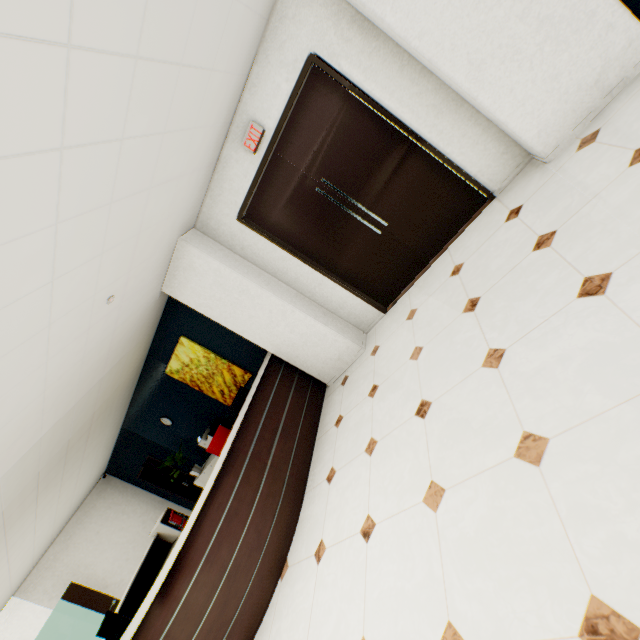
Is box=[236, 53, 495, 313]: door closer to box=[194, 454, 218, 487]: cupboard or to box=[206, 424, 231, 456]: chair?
box=[206, 424, 231, 456]: chair

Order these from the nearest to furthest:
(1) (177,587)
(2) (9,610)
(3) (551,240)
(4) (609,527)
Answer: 1. (4) (609,527)
2. (3) (551,240)
3. (1) (177,587)
4. (2) (9,610)

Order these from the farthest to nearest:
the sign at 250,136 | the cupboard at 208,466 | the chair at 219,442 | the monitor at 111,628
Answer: the cupboard at 208,466, the chair at 219,442, the monitor at 111,628, the sign at 250,136

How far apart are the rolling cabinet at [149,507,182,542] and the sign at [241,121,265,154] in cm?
614

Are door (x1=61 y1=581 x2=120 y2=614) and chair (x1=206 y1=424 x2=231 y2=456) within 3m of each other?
no

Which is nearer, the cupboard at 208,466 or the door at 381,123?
the door at 381,123

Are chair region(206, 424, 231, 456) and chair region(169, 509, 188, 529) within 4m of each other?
yes

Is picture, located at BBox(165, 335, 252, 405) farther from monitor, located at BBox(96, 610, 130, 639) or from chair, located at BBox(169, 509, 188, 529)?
monitor, located at BBox(96, 610, 130, 639)
